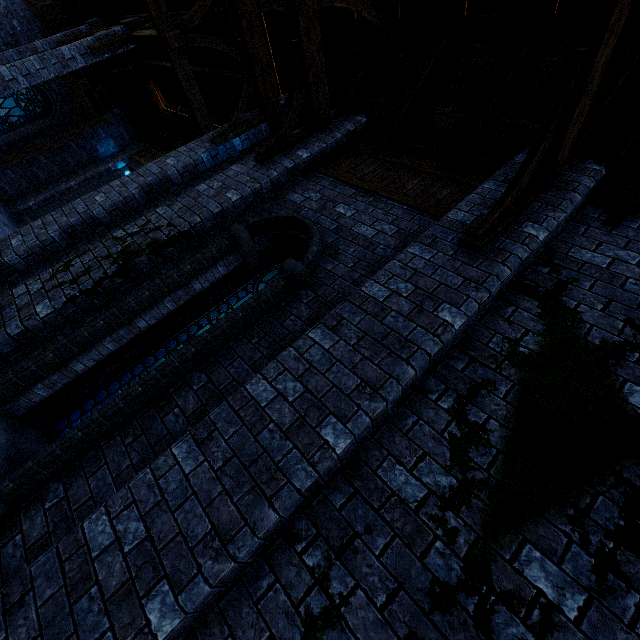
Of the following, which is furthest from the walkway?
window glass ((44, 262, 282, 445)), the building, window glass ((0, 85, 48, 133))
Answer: window glass ((44, 262, 282, 445))

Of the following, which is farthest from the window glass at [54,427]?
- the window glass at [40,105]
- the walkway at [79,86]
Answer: the window glass at [40,105]

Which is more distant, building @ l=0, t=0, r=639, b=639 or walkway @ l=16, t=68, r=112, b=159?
walkway @ l=16, t=68, r=112, b=159

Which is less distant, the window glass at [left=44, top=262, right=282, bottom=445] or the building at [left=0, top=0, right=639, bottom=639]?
the building at [left=0, top=0, right=639, bottom=639]

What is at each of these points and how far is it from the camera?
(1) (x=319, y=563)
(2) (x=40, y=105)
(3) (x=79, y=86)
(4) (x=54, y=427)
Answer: (1) building, 2.2m
(2) window glass, 14.7m
(3) walkway, 14.7m
(4) window glass, 3.8m

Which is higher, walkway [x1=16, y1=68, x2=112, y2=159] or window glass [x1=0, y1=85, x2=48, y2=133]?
walkway [x1=16, y1=68, x2=112, y2=159]

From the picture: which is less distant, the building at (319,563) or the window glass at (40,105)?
the building at (319,563)

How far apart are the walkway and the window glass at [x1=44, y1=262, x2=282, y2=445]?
17.04m
